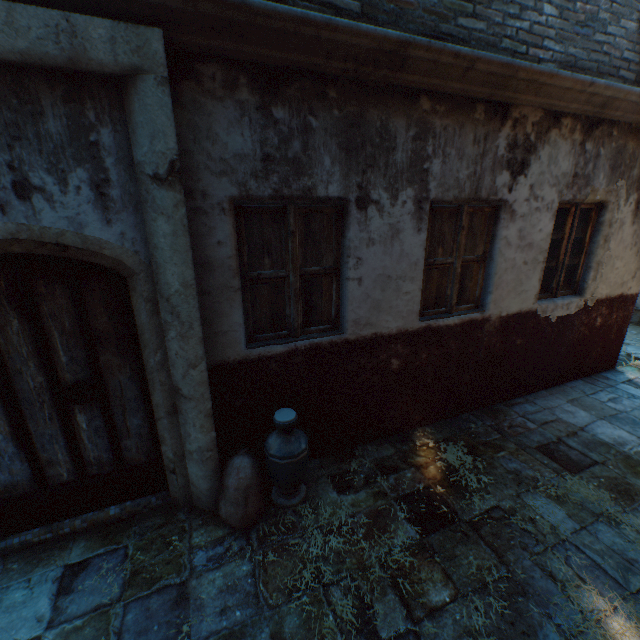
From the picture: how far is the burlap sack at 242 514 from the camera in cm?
281

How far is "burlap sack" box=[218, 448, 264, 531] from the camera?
2.8m

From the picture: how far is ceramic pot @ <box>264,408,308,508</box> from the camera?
2.9m

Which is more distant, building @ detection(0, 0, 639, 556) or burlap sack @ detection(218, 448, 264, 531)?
burlap sack @ detection(218, 448, 264, 531)

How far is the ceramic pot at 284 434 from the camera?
2.88m

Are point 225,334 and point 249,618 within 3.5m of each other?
yes

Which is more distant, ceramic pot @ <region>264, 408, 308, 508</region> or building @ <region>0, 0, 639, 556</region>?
ceramic pot @ <region>264, 408, 308, 508</region>
